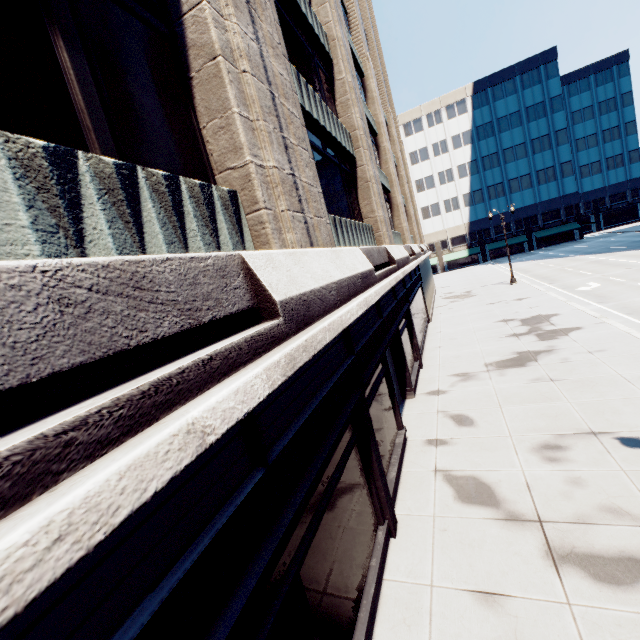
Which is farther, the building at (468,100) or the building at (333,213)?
the building at (468,100)

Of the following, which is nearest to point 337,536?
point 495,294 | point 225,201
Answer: point 225,201

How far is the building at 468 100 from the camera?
55.2m

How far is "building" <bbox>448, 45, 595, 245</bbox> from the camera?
55.2m

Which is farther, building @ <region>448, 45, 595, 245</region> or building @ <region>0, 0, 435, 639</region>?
building @ <region>448, 45, 595, 245</region>
